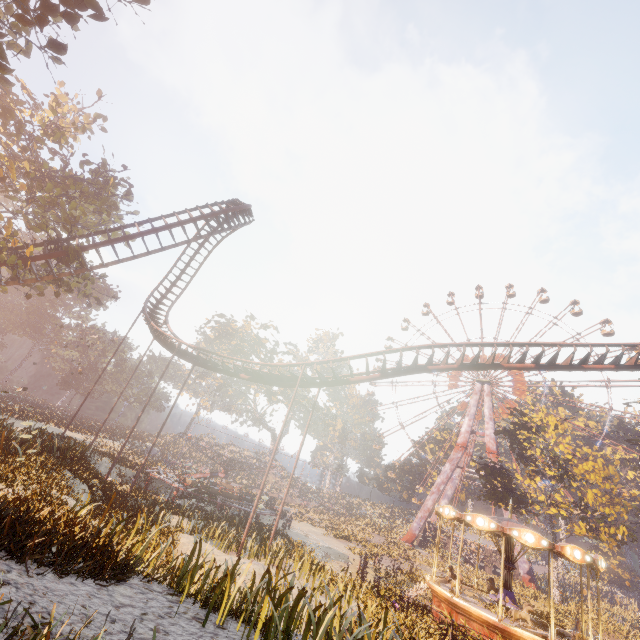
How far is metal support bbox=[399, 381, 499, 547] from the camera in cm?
4697

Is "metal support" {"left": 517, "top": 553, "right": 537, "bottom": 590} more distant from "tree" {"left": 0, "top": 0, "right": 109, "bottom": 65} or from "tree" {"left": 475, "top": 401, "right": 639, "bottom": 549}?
"tree" {"left": 0, "top": 0, "right": 109, "bottom": 65}

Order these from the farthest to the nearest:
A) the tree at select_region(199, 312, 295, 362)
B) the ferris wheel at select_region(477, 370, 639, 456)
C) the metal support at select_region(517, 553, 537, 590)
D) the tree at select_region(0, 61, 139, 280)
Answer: the tree at select_region(199, 312, 295, 362)
the ferris wheel at select_region(477, 370, 639, 456)
the metal support at select_region(517, 553, 537, 590)
the tree at select_region(0, 61, 139, 280)

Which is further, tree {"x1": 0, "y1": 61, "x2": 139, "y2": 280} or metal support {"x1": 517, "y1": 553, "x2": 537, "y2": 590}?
metal support {"x1": 517, "y1": 553, "x2": 537, "y2": 590}

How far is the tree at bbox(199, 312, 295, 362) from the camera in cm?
5375

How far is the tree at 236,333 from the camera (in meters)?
53.75

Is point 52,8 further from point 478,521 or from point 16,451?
point 478,521

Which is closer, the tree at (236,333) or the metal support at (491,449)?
the metal support at (491,449)
